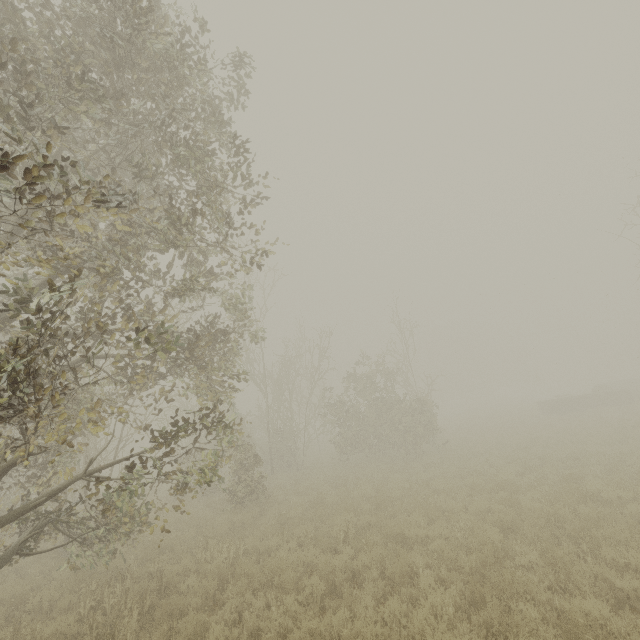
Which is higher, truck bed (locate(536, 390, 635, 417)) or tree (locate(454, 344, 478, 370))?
tree (locate(454, 344, 478, 370))

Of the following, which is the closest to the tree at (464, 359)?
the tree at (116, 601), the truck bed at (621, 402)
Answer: the truck bed at (621, 402)

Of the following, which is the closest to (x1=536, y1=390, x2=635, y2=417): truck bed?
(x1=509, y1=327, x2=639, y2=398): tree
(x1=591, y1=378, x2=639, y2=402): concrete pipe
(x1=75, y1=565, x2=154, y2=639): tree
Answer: (x1=591, y1=378, x2=639, y2=402): concrete pipe

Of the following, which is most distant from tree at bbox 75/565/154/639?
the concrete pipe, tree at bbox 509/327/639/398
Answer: tree at bbox 509/327/639/398

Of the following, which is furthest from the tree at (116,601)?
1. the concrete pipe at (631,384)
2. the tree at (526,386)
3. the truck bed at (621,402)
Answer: the tree at (526,386)

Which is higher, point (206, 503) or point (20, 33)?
point (20, 33)

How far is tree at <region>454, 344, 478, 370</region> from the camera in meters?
57.8 m

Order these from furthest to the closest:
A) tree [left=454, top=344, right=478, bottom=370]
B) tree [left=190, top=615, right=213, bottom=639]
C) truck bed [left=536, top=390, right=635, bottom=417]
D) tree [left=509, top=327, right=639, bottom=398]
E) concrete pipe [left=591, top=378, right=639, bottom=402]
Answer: tree [left=454, top=344, right=478, bottom=370], tree [left=509, top=327, right=639, bottom=398], concrete pipe [left=591, top=378, right=639, bottom=402], truck bed [left=536, top=390, right=635, bottom=417], tree [left=190, top=615, right=213, bottom=639]
